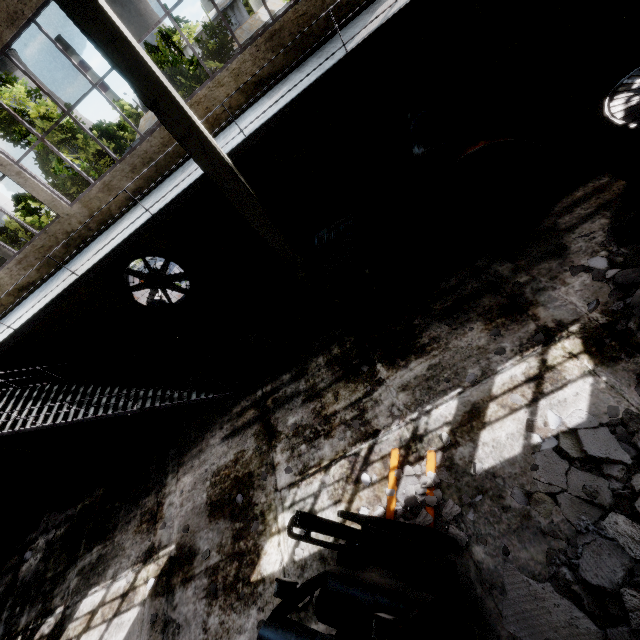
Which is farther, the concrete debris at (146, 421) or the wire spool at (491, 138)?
the concrete debris at (146, 421)

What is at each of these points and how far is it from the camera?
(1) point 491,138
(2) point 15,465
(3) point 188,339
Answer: (1) wire spool, 5.79m
(2) wire spool, 10.97m
(3) concrete debris, 11.47m

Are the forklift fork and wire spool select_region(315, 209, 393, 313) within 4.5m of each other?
yes

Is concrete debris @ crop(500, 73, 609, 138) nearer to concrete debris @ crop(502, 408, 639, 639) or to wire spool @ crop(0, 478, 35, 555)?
concrete debris @ crop(502, 408, 639, 639)

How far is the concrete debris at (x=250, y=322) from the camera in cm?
860

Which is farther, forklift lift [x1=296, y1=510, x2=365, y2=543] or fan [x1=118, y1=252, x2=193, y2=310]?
fan [x1=118, y1=252, x2=193, y2=310]

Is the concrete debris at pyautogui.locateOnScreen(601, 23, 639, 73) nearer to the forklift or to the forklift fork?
the forklift fork

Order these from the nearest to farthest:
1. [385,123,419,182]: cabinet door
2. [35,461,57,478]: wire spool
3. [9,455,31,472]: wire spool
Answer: [385,123,419,182]: cabinet door → [9,455,31,472]: wire spool → [35,461,57,478]: wire spool
